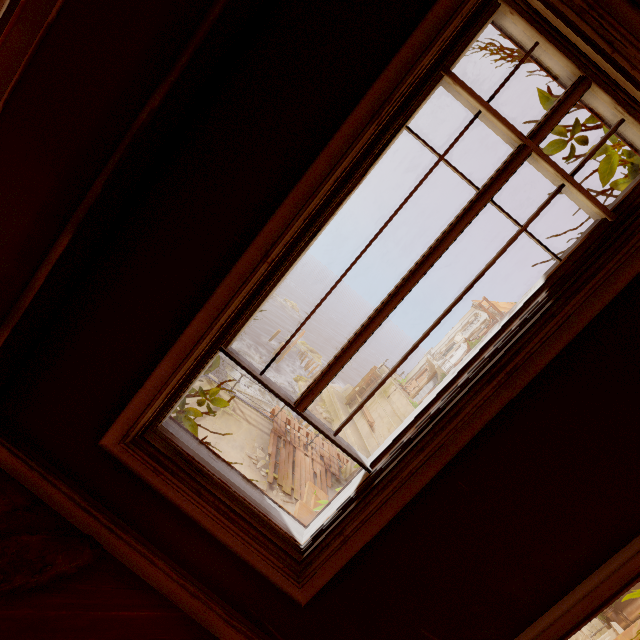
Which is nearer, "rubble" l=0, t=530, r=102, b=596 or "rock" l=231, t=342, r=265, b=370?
"rubble" l=0, t=530, r=102, b=596

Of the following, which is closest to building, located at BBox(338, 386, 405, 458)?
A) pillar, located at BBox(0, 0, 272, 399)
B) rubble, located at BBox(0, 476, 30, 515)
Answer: rubble, located at BBox(0, 476, 30, 515)

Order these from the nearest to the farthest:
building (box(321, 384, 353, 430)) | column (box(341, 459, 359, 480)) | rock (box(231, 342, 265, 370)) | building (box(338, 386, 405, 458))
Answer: column (box(341, 459, 359, 480))
building (box(338, 386, 405, 458))
building (box(321, 384, 353, 430))
rock (box(231, 342, 265, 370))

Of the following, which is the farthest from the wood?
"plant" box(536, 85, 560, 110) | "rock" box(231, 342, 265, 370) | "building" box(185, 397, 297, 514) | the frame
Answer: "rock" box(231, 342, 265, 370)

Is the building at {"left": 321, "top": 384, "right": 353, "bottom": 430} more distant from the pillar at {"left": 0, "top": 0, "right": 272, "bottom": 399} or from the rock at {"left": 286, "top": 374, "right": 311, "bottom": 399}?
the pillar at {"left": 0, "top": 0, "right": 272, "bottom": 399}

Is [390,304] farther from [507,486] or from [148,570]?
[148,570]

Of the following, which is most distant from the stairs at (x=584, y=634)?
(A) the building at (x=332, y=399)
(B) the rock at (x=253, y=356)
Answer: (B) the rock at (x=253, y=356)

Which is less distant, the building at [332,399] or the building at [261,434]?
the building at [261,434]
